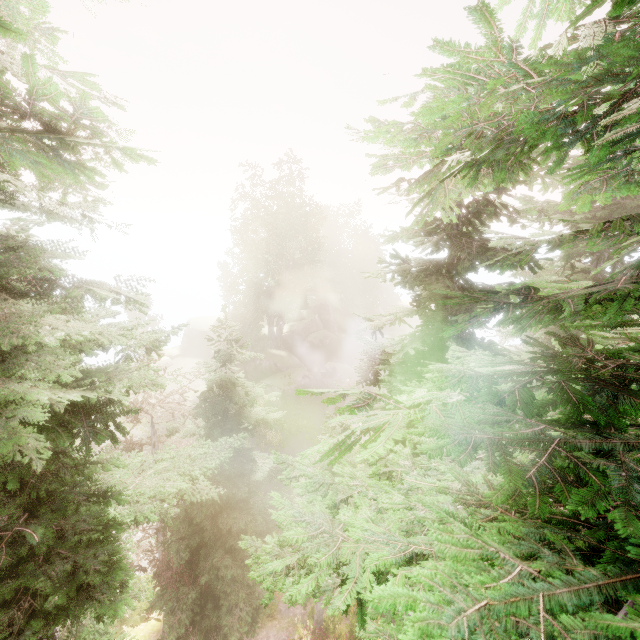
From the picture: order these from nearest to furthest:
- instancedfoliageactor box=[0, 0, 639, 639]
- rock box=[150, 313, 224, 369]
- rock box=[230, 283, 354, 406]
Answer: instancedfoliageactor box=[0, 0, 639, 639] < rock box=[230, 283, 354, 406] < rock box=[150, 313, 224, 369]

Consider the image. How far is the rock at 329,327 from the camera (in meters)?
33.81

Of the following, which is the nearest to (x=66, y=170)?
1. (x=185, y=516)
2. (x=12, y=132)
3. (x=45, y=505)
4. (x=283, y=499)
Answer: (x=12, y=132)

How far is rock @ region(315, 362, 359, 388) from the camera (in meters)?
34.09

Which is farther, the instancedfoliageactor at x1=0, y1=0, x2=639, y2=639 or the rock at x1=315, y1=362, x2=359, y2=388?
the rock at x1=315, y1=362, x2=359, y2=388
